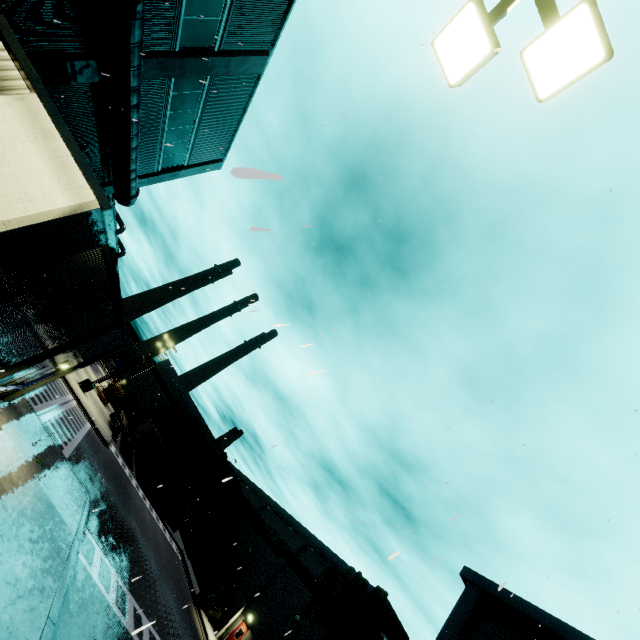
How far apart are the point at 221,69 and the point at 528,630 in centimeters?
3253cm

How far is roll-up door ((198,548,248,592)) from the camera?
32.2m

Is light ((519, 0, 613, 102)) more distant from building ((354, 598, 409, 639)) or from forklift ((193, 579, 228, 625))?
forklift ((193, 579, 228, 625))

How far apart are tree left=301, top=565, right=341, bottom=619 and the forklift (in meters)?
7.91

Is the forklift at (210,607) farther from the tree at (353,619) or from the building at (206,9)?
the tree at (353,619)

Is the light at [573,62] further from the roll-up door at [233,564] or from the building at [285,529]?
the roll-up door at [233,564]

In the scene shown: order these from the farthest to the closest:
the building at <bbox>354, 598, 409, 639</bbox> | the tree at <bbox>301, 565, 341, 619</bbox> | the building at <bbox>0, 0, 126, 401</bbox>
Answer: the tree at <bbox>301, 565, 341, 619</bbox> < the building at <bbox>354, 598, 409, 639</bbox> < the building at <bbox>0, 0, 126, 401</bbox>

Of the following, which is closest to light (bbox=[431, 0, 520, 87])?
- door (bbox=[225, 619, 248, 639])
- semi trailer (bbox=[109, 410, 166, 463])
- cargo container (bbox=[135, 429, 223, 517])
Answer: cargo container (bbox=[135, 429, 223, 517])
